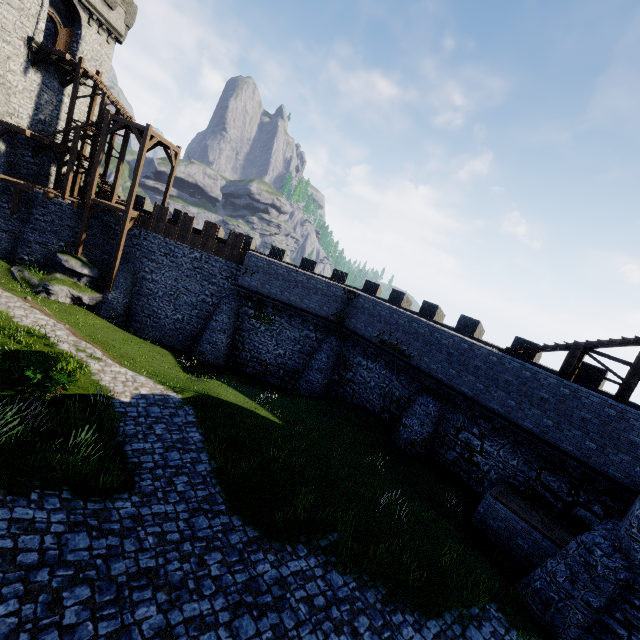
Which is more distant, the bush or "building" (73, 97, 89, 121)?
"building" (73, 97, 89, 121)

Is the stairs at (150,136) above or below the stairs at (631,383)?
above

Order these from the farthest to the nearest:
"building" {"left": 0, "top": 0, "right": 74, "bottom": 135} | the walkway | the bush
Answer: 1. the walkway
2. "building" {"left": 0, "top": 0, "right": 74, "bottom": 135}
3. the bush

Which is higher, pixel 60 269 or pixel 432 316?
pixel 432 316

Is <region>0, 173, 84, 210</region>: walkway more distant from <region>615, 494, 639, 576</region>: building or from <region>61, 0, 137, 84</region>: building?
<region>615, 494, 639, 576</region>: building

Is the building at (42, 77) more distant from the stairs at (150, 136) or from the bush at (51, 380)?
the bush at (51, 380)

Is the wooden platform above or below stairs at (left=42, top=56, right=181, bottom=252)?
above

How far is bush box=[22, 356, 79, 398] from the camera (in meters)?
10.73
